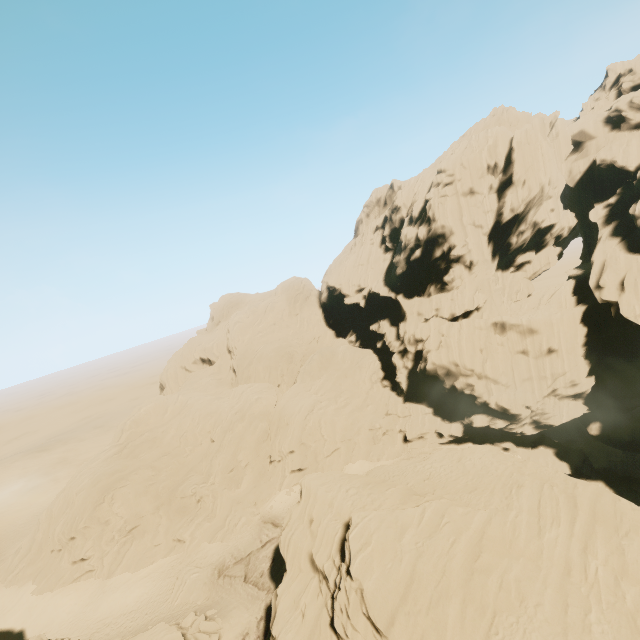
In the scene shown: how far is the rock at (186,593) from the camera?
31.95m

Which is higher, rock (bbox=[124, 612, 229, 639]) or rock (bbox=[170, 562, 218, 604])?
rock (bbox=[124, 612, 229, 639])

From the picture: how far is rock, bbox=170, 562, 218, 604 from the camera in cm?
3195

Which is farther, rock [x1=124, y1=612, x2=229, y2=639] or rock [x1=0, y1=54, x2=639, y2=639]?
rock [x1=124, y1=612, x2=229, y2=639]

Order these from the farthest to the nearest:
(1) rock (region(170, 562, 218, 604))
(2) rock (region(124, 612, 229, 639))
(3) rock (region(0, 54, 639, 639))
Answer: (1) rock (region(170, 562, 218, 604)) < (2) rock (region(124, 612, 229, 639)) < (3) rock (region(0, 54, 639, 639))

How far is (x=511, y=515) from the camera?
21.5 meters

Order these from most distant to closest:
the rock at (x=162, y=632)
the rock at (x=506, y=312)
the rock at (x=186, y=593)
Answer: the rock at (x=186, y=593), the rock at (x=162, y=632), the rock at (x=506, y=312)
